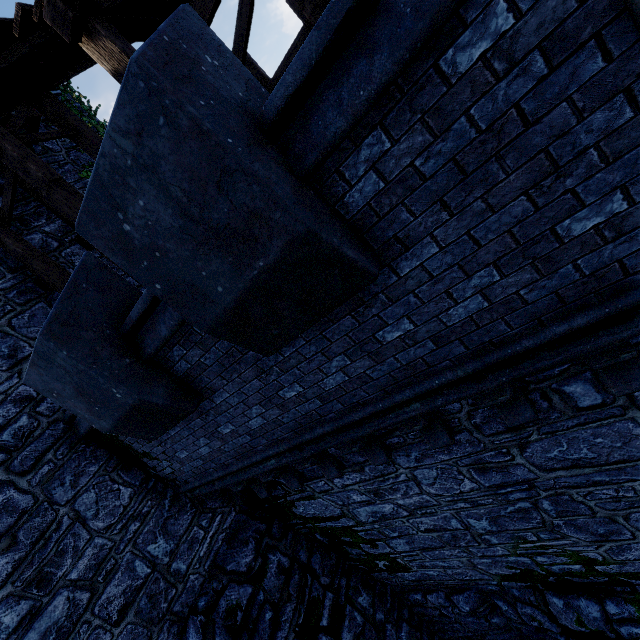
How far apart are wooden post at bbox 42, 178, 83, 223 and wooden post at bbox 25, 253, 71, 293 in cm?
156

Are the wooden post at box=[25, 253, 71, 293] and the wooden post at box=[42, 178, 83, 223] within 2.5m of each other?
yes

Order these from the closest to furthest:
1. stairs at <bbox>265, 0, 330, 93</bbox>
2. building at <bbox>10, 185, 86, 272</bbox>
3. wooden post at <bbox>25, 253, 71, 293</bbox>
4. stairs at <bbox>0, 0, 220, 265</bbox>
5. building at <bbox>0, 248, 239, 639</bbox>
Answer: stairs at <bbox>265, 0, 330, 93</bbox> < stairs at <bbox>0, 0, 220, 265</bbox> < building at <bbox>0, 248, 239, 639</bbox> < wooden post at <bbox>25, 253, 71, 293</bbox> < building at <bbox>10, 185, 86, 272</bbox>

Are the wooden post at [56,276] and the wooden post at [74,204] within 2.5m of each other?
yes

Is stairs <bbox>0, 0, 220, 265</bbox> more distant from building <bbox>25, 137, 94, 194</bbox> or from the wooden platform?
the wooden platform

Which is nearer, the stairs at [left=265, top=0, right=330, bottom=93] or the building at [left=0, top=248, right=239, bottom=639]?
the stairs at [left=265, top=0, right=330, bottom=93]

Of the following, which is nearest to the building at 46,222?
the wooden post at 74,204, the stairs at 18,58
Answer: the stairs at 18,58

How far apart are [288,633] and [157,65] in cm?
895
